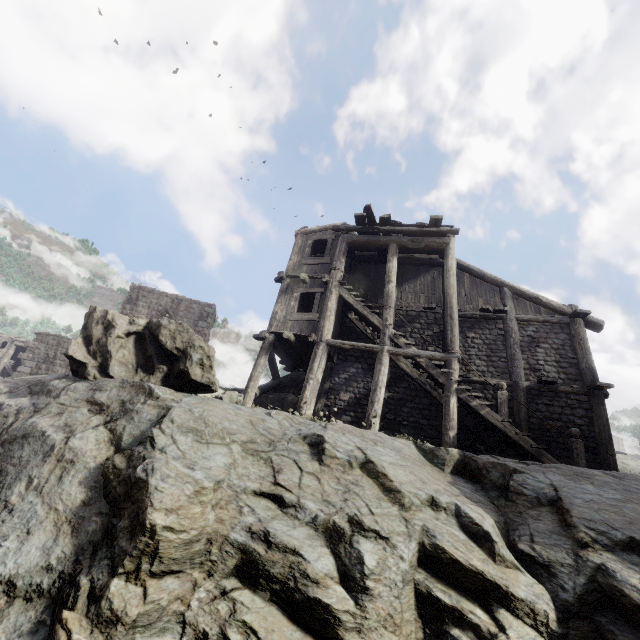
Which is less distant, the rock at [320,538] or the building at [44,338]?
the rock at [320,538]

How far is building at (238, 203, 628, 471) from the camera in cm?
1084

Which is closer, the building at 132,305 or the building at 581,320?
the building at 581,320

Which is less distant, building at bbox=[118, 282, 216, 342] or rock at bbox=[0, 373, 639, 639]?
rock at bbox=[0, 373, 639, 639]

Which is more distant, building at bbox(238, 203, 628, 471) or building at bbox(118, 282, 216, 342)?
building at bbox(118, 282, 216, 342)

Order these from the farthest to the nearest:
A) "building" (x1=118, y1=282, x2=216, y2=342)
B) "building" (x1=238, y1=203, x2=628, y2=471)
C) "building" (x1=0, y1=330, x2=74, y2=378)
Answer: "building" (x1=118, y1=282, x2=216, y2=342) < "building" (x1=0, y1=330, x2=74, y2=378) < "building" (x1=238, y1=203, x2=628, y2=471)

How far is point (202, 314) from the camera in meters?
23.6 m
